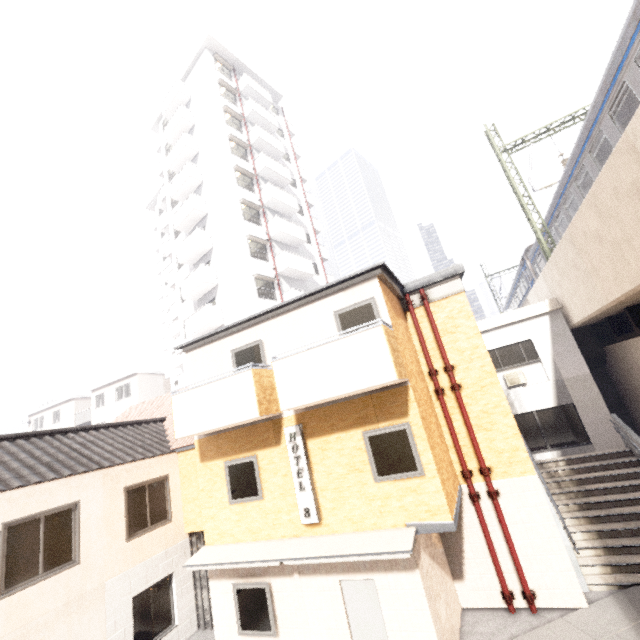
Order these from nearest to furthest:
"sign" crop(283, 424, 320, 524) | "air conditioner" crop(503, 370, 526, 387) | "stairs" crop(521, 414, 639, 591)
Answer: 1. "sign" crop(283, 424, 320, 524)
2. "stairs" crop(521, 414, 639, 591)
3. "air conditioner" crop(503, 370, 526, 387)

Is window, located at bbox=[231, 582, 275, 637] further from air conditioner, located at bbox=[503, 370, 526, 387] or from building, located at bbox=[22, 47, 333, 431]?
air conditioner, located at bbox=[503, 370, 526, 387]

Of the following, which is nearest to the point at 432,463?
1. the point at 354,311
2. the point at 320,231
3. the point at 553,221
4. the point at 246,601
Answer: the point at 354,311

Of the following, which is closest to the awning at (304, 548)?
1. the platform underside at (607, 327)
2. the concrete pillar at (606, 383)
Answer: the platform underside at (607, 327)

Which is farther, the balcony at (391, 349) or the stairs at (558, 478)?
the stairs at (558, 478)

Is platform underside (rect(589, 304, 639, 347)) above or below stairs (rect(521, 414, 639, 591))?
above

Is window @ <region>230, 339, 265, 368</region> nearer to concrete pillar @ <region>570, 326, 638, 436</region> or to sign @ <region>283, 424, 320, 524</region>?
sign @ <region>283, 424, 320, 524</region>

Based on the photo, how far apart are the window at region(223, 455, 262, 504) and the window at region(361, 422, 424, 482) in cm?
312
